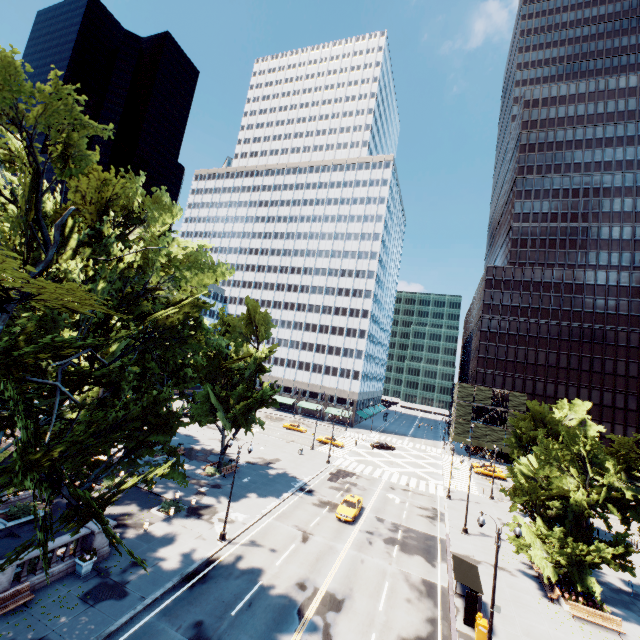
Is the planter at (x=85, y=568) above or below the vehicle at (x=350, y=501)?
below

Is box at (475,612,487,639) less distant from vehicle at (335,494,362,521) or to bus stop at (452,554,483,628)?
bus stop at (452,554,483,628)

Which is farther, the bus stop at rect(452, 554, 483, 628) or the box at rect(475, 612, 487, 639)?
the bus stop at rect(452, 554, 483, 628)

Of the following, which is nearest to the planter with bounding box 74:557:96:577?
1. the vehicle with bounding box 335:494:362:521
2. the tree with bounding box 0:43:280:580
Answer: the tree with bounding box 0:43:280:580

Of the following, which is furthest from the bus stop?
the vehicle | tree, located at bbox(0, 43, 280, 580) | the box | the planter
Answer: the planter

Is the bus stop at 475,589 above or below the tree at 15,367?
below

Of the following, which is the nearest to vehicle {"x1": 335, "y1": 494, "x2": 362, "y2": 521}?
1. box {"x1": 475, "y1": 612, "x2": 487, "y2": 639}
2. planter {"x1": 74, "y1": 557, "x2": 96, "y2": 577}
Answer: box {"x1": 475, "y1": 612, "x2": 487, "y2": 639}

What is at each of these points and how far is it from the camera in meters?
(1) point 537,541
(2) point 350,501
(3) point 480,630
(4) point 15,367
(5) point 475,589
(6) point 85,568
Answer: (1) tree, 25.9
(2) vehicle, 33.1
(3) box, 18.9
(4) tree, 9.9
(5) bus stop, 20.0
(6) planter, 18.8
